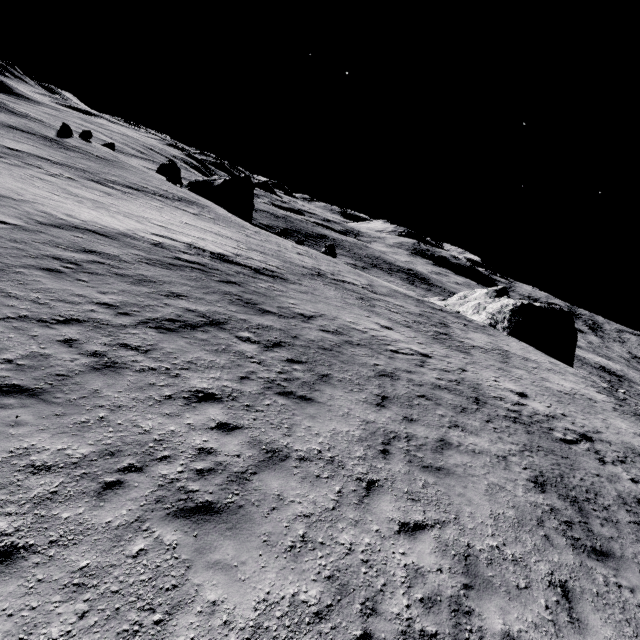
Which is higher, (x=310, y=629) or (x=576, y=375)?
(x=576, y=375)

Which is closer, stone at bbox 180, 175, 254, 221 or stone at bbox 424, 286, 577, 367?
stone at bbox 424, 286, 577, 367

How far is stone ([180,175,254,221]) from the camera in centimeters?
4912cm

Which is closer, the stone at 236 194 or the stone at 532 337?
the stone at 532 337

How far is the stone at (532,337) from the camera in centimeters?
3650cm

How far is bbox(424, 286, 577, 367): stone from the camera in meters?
36.5 m
